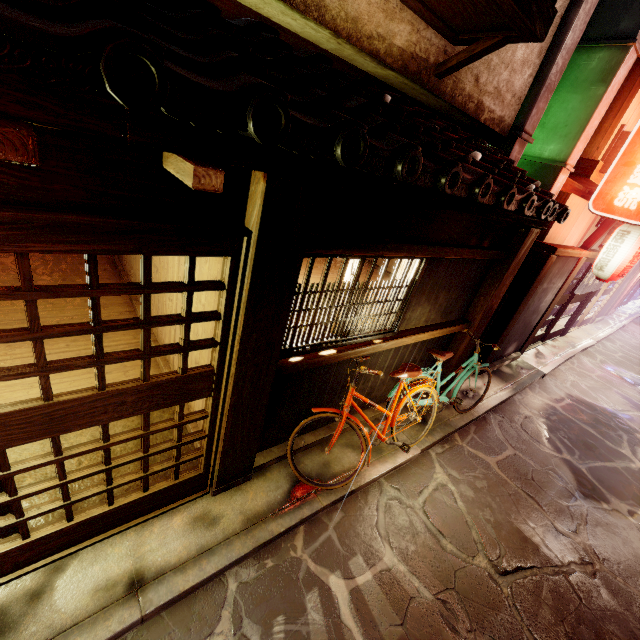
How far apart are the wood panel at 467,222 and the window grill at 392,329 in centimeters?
26cm

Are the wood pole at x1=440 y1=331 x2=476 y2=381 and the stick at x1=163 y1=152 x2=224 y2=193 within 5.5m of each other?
no

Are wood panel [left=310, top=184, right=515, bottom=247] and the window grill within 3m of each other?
yes

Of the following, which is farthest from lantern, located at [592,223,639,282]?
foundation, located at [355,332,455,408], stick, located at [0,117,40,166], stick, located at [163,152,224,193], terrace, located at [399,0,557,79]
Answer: stick, located at [0,117,40,166]

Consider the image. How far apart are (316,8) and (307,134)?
3.20m

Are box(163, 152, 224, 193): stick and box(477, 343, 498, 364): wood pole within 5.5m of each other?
no

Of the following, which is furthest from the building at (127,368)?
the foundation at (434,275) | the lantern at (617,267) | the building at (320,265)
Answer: the lantern at (617,267)

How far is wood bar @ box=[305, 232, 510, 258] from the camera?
4.7 meters
